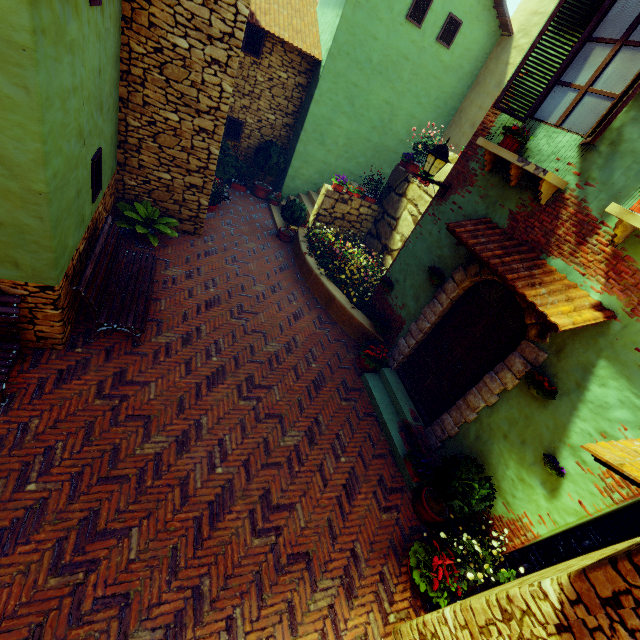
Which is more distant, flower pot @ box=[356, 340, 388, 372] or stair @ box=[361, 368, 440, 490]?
flower pot @ box=[356, 340, 388, 372]

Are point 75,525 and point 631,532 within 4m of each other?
no

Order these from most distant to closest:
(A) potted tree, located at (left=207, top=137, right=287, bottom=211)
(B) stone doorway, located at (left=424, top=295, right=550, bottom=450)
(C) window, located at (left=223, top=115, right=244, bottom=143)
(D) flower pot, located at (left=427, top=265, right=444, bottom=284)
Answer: (C) window, located at (left=223, top=115, right=244, bottom=143), (A) potted tree, located at (left=207, top=137, right=287, bottom=211), (D) flower pot, located at (left=427, top=265, right=444, bottom=284), (B) stone doorway, located at (left=424, top=295, right=550, bottom=450)

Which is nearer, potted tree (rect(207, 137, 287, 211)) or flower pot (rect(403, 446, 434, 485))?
flower pot (rect(403, 446, 434, 485))

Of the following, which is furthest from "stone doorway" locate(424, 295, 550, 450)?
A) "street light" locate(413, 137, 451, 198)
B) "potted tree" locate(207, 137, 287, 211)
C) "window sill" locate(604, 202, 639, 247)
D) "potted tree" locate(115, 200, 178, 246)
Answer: "potted tree" locate(207, 137, 287, 211)

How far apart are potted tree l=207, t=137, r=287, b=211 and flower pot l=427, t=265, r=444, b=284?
7.6m

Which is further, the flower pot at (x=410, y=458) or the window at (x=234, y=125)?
the window at (x=234, y=125)

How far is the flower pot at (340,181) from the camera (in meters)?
9.61
